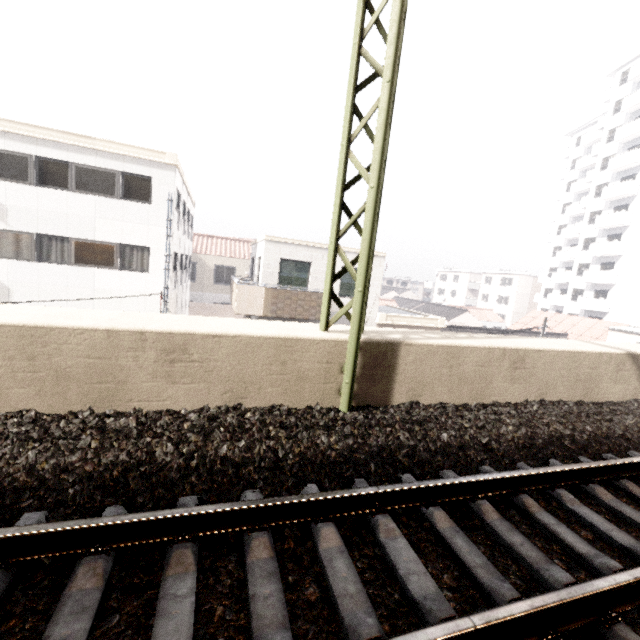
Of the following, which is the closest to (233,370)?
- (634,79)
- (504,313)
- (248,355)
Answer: (248,355)

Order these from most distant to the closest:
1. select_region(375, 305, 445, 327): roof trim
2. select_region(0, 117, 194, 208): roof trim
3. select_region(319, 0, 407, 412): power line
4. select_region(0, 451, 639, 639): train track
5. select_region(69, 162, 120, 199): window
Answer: select_region(375, 305, 445, 327): roof trim
select_region(69, 162, 120, 199): window
select_region(0, 117, 194, 208): roof trim
select_region(319, 0, 407, 412): power line
select_region(0, 451, 639, 639): train track

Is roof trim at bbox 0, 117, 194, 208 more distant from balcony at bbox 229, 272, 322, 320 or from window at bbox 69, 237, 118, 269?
balcony at bbox 229, 272, 322, 320

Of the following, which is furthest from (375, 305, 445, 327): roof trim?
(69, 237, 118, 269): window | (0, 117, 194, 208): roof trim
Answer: (69, 237, 118, 269): window

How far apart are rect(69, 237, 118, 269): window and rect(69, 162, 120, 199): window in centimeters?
170cm

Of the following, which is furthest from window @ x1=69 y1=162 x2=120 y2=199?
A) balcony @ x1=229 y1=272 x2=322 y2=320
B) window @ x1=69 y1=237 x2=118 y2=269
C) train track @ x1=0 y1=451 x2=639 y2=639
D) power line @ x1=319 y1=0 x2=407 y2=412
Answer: train track @ x1=0 y1=451 x2=639 y2=639

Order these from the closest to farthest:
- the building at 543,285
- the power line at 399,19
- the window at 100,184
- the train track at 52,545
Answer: the train track at 52,545
the power line at 399,19
the window at 100,184
the building at 543,285

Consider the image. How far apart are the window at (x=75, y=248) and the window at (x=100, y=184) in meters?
1.7
